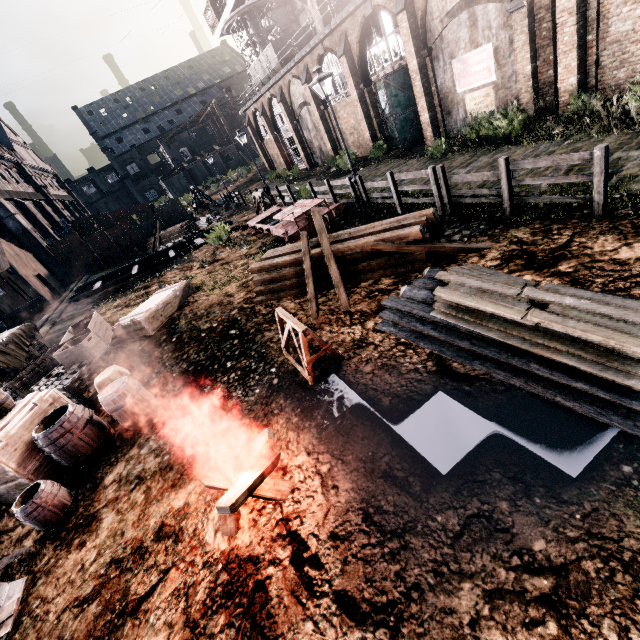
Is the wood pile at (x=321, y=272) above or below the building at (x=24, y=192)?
below

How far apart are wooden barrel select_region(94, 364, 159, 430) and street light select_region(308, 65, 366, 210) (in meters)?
11.69

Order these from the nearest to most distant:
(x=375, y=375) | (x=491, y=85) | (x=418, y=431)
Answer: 1. (x=418, y=431)
2. (x=375, y=375)
3. (x=491, y=85)

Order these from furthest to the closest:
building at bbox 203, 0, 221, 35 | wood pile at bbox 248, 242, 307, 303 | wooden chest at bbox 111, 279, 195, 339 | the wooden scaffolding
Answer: building at bbox 203, 0, 221, 35 < the wooden scaffolding < wooden chest at bbox 111, 279, 195, 339 < wood pile at bbox 248, 242, 307, 303

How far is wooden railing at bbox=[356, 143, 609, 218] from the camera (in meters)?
6.86

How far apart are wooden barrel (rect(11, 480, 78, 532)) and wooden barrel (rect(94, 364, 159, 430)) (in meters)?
1.58

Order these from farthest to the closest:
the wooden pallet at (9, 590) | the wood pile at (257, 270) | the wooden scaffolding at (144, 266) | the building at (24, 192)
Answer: the building at (24, 192) < the wooden scaffolding at (144, 266) < the wood pile at (257, 270) < the wooden pallet at (9, 590)

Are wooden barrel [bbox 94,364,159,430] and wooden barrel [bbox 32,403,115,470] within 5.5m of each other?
yes
